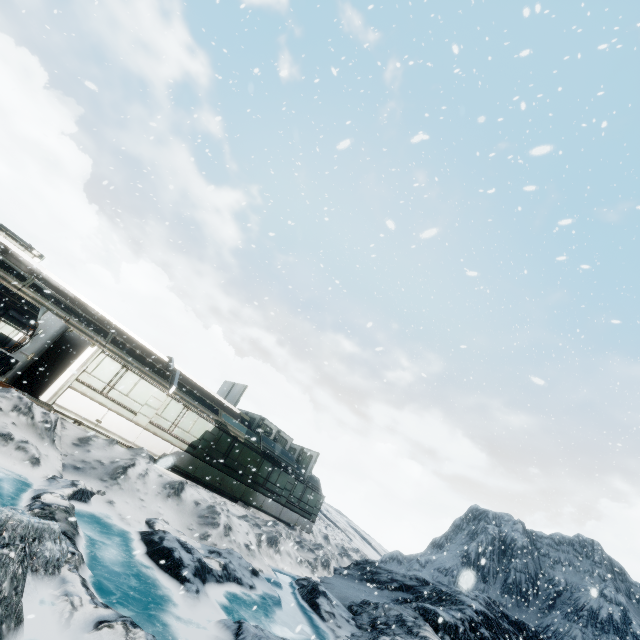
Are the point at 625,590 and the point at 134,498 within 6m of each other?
no
